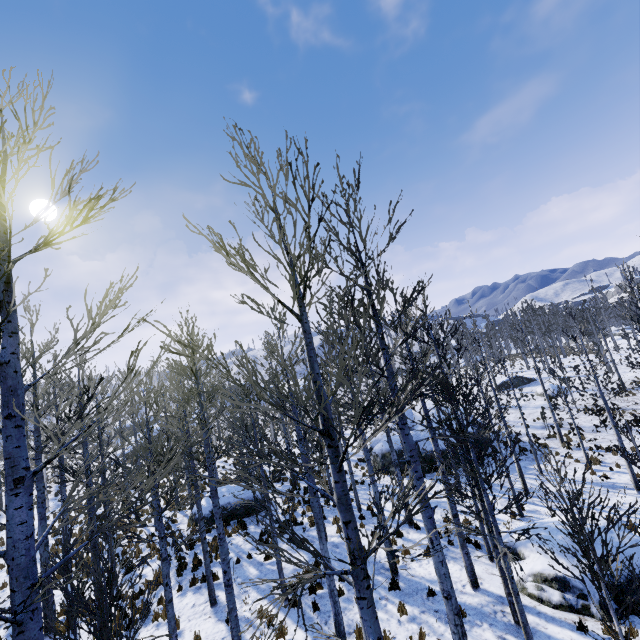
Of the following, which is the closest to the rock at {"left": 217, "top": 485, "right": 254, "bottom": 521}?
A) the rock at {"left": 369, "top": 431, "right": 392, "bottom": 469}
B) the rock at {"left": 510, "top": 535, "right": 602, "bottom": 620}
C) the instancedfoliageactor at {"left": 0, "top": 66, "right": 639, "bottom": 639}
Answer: the instancedfoliageactor at {"left": 0, "top": 66, "right": 639, "bottom": 639}

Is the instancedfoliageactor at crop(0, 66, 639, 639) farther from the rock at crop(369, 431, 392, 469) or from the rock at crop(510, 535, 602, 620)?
the rock at crop(369, 431, 392, 469)

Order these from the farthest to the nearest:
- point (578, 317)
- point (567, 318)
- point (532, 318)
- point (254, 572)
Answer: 1. point (567, 318)
2. point (578, 317)
3. point (532, 318)
4. point (254, 572)

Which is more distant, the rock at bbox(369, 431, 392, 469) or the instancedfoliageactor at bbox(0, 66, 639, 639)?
the rock at bbox(369, 431, 392, 469)

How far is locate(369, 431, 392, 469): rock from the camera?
21.7m

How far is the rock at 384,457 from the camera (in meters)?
21.70

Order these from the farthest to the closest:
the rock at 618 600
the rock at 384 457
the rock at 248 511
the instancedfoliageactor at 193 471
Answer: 1. the rock at 384 457
2. the rock at 248 511
3. the rock at 618 600
4. the instancedfoliageactor at 193 471

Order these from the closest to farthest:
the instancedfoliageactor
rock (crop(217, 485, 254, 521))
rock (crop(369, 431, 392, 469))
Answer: the instancedfoliageactor → rock (crop(217, 485, 254, 521)) → rock (crop(369, 431, 392, 469))
